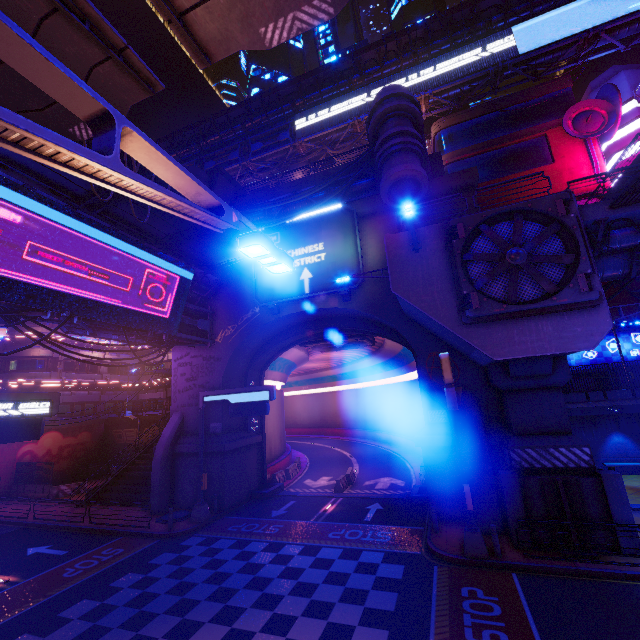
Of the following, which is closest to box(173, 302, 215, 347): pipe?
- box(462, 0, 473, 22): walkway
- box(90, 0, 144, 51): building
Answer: box(90, 0, 144, 51): building

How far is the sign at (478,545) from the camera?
9.3 meters

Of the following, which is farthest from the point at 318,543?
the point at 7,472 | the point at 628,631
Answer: the point at 7,472

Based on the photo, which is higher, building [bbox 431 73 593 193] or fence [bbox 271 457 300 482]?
building [bbox 431 73 593 193]

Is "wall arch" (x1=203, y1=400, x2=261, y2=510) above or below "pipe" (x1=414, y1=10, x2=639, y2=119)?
below

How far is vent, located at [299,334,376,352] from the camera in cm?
2578

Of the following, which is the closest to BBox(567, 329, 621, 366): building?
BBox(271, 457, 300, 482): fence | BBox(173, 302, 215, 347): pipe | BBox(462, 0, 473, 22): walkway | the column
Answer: BBox(462, 0, 473, 22): walkway

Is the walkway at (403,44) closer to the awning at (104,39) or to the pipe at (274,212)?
the pipe at (274,212)
